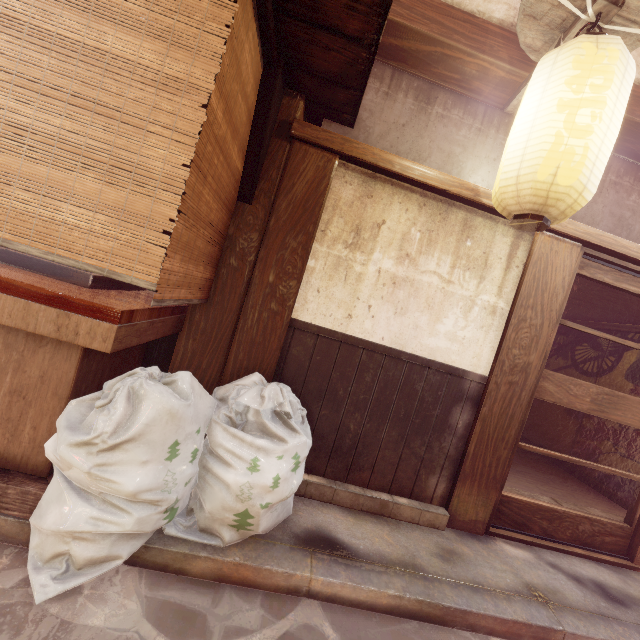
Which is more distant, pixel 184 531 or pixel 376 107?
pixel 376 107

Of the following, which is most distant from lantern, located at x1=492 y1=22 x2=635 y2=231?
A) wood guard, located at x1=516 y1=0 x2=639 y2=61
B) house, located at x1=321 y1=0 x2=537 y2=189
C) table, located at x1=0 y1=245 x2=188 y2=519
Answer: table, located at x1=0 y1=245 x2=188 y2=519

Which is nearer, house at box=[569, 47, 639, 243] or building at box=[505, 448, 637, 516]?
house at box=[569, 47, 639, 243]

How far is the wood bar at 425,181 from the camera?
4.66m

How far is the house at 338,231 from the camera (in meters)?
5.01

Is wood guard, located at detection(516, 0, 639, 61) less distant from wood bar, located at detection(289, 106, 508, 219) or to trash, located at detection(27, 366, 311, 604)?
wood bar, located at detection(289, 106, 508, 219)

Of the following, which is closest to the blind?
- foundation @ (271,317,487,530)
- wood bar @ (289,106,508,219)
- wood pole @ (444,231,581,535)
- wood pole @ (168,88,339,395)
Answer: wood pole @ (168,88,339,395)

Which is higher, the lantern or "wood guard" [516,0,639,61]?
"wood guard" [516,0,639,61]
